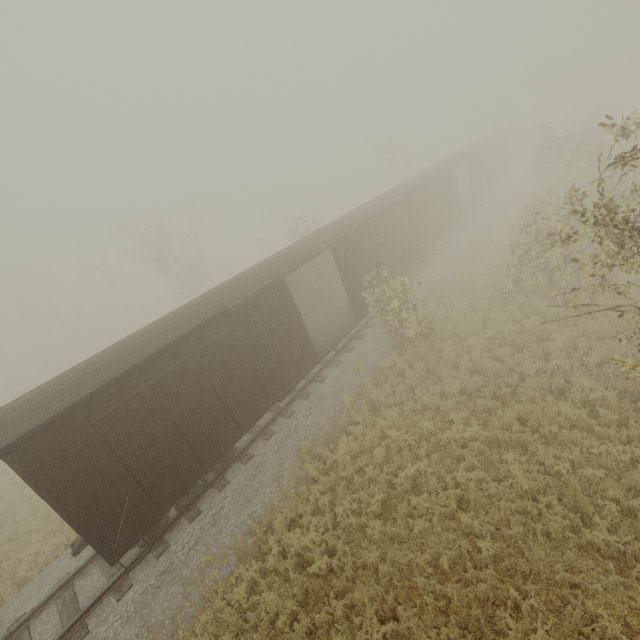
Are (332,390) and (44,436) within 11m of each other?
yes
